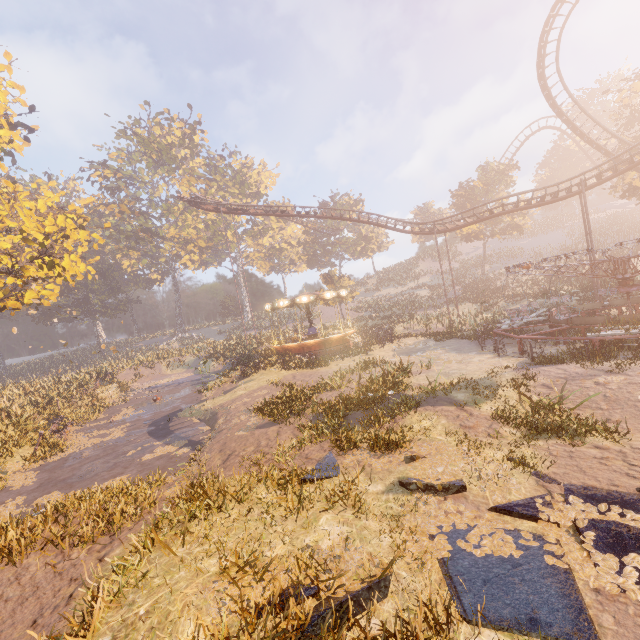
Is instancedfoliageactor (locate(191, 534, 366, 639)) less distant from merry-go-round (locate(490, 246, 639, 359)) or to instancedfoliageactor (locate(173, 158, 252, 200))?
merry-go-round (locate(490, 246, 639, 359))

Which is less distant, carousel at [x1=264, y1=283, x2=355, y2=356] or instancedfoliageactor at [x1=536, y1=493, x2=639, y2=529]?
instancedfoliageactor at [x1=536, y1=493, x2=639, y2=529]

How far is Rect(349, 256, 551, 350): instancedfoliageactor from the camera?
25.7 meters

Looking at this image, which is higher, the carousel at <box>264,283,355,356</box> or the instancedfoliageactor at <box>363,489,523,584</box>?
the carousel at <box>264,283,355,356</box>

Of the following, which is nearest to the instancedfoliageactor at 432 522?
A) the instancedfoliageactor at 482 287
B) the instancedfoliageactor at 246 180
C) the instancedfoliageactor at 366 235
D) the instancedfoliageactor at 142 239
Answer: the instancedfoliageactor at 246 180

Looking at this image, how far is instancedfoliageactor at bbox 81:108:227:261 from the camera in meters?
51.5 m

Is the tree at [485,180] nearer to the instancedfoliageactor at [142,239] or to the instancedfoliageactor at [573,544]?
the instancedfoliageactor at [573,544]

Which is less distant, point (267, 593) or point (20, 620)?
point (267, 593)
